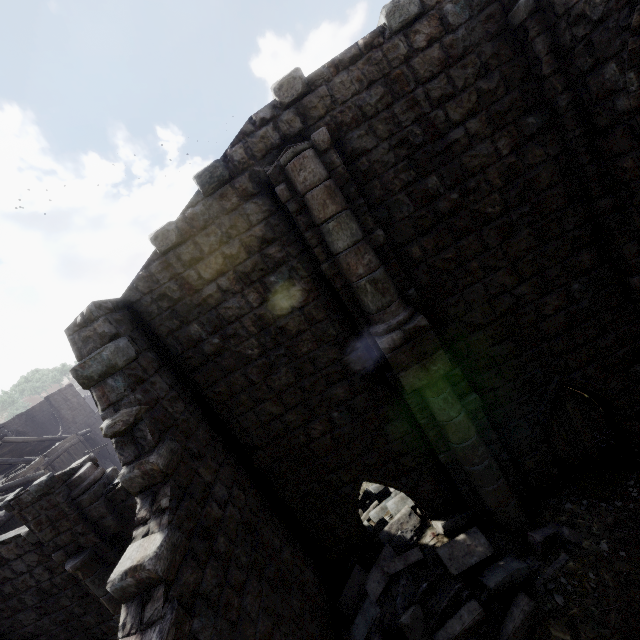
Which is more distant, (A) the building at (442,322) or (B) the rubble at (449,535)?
(B) the rubble at (449,535)

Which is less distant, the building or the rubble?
the building

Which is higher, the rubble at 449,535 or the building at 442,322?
the building at 442,322

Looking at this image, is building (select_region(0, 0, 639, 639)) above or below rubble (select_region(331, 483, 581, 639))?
above

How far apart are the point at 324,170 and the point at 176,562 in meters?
6.6
